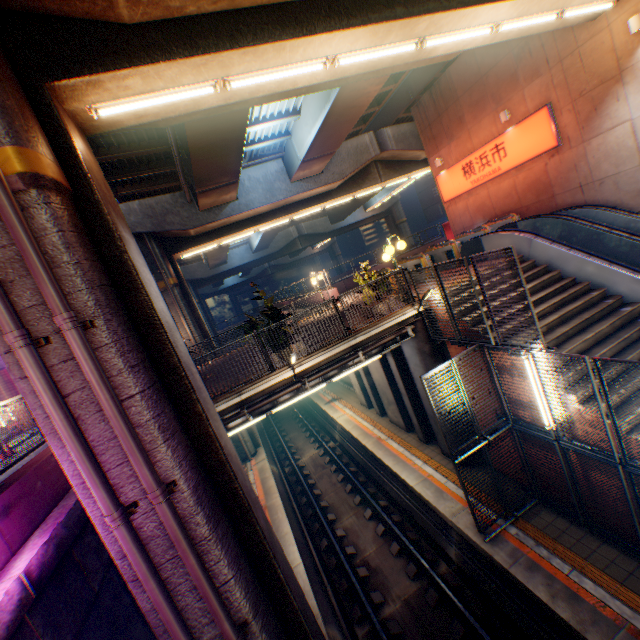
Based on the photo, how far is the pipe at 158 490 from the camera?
4.00m

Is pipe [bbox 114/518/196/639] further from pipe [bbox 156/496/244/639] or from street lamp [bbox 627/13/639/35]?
street lamp [bbox 627/13/639/35]

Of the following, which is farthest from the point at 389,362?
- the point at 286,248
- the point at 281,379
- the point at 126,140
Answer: the point at 286,248

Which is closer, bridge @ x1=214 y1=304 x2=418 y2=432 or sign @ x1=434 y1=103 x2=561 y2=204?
bridge @ x1=214 y1=304 x2=418 y2=432

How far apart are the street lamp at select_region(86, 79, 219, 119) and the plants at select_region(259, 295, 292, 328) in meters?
5.0 m

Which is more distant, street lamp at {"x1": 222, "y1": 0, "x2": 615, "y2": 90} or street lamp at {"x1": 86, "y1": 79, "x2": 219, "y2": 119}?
street lamp at {"x1": 222, "y1": 0, "x2": 615, "y2": 90}

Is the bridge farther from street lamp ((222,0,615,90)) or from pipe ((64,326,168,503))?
street lamp ((222,0,615,90))

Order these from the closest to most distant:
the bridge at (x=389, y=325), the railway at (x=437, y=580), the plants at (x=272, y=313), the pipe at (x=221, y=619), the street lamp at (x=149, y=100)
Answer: the pipe at (x=221, y=619) → the street lamp at (x=149, y=100) → the railway at (x=437, y=580) → the bridge at (x=389, y=325) → the plants at (x=272, y=313)
